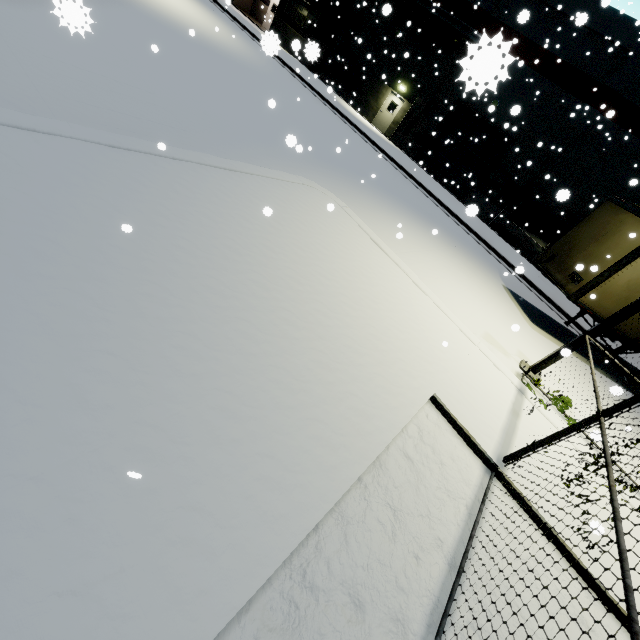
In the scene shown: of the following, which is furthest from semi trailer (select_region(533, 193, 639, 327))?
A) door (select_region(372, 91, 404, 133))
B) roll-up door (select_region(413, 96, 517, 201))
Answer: door (select_region(372, 91, 404, 133))

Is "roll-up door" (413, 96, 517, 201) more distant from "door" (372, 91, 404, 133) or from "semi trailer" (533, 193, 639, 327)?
"semi trailer" (533, 193, 639, 327)

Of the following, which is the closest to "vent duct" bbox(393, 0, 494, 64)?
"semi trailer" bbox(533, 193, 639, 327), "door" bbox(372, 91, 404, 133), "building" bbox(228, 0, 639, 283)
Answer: → "building" bbox(228, 0, 639, 283)

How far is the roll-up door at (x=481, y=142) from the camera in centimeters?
2084cm

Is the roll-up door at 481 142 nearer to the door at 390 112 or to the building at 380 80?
the building at 380 80

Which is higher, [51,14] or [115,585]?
[115,585]

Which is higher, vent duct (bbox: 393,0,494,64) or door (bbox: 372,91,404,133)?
vent duct (bbox: 393,0,494,64)

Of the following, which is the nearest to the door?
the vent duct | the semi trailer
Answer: the vent duct
